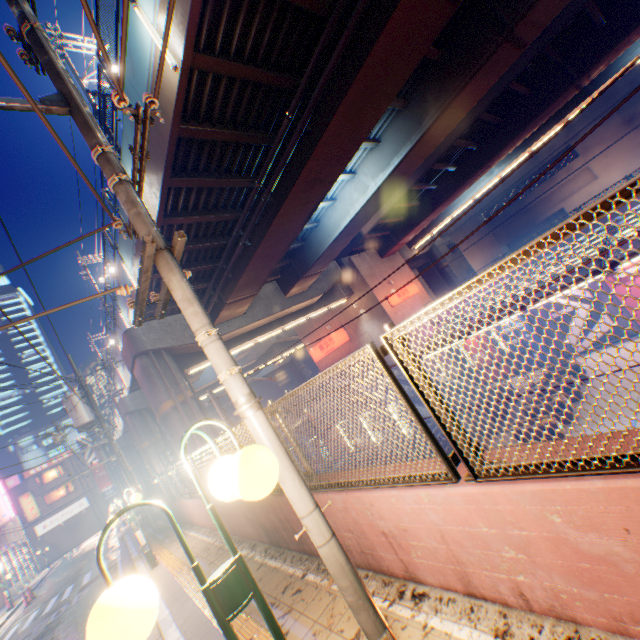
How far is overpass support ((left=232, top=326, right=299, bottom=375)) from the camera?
32.4m

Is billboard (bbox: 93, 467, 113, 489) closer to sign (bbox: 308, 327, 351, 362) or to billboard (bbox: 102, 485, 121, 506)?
billboard (bbox: 102, 485, 121, 506)

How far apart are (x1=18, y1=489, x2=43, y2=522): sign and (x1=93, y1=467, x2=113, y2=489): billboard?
11.64m

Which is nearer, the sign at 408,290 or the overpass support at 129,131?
the overpass support at 129,131

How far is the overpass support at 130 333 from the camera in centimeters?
1627cm

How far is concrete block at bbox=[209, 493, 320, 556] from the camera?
4.8 meters

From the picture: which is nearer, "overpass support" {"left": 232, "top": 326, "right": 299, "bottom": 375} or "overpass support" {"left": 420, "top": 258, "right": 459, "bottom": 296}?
"overpass support" {"left": 232, "top": 326, "right": 299, "bottom": 375}

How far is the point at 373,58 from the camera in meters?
7.6
